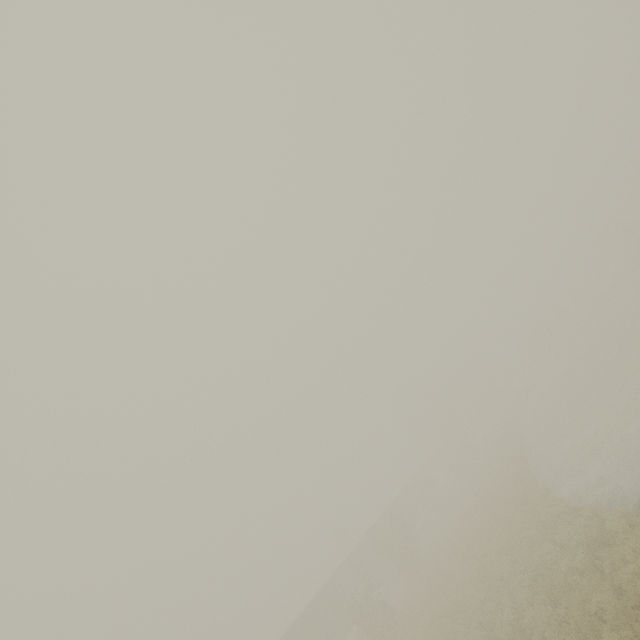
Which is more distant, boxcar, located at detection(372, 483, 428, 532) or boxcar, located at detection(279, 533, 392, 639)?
boxcar, located at detection(372, 483, 428, 532)

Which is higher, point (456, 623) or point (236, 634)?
point (236, 634)

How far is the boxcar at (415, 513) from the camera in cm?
4112

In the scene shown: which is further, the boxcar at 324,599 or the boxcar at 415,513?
the boxcar at 415,513

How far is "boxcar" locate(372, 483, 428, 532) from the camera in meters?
41.1 m
